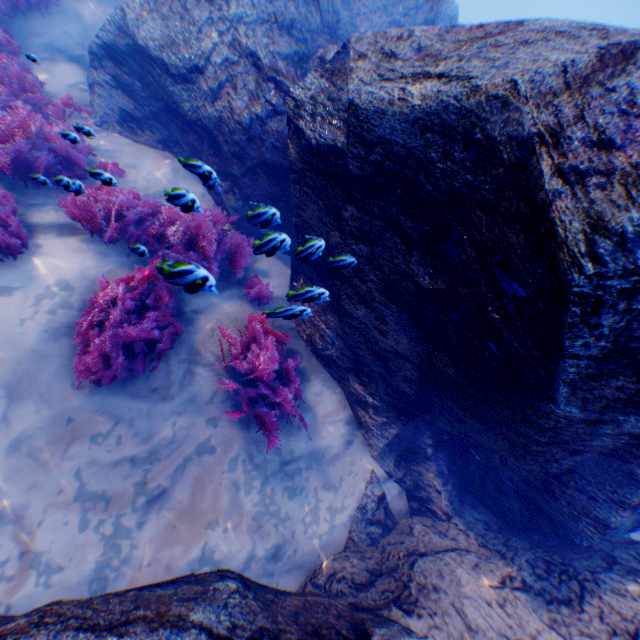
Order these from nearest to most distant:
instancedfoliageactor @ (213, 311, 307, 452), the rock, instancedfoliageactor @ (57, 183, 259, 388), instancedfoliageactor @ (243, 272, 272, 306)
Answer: the rock → instancedfoliageactor @ (57, 183, 259, 388) → instancedfoliageactor @ (213, 311, 307, 452) → instancedfoliageactor @ (243, 272, 272, 306)

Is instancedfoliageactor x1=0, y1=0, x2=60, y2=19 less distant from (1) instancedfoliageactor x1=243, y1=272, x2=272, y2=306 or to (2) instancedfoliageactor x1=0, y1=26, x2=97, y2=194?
(2) instancedfoliageactor x1=0, y1=26, x2=97, y2=194

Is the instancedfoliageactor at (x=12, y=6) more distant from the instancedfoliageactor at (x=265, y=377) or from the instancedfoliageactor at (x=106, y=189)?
the instancedfoliageactor at (x=265, y=377)

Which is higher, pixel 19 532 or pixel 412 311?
pixel 412 311

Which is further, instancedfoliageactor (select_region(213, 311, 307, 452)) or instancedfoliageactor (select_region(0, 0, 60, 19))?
instancedfoliageactor (select_region(0, 0, 60, 19))

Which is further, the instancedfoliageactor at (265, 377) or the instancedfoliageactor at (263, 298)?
the instancedfoliageactor at (263, 298)

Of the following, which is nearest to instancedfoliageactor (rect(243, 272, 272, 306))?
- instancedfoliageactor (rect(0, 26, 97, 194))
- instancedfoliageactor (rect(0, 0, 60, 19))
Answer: instancedfoliageactor (rect(0, 26, 97, 194))

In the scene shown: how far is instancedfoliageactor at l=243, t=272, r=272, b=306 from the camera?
4.49m
